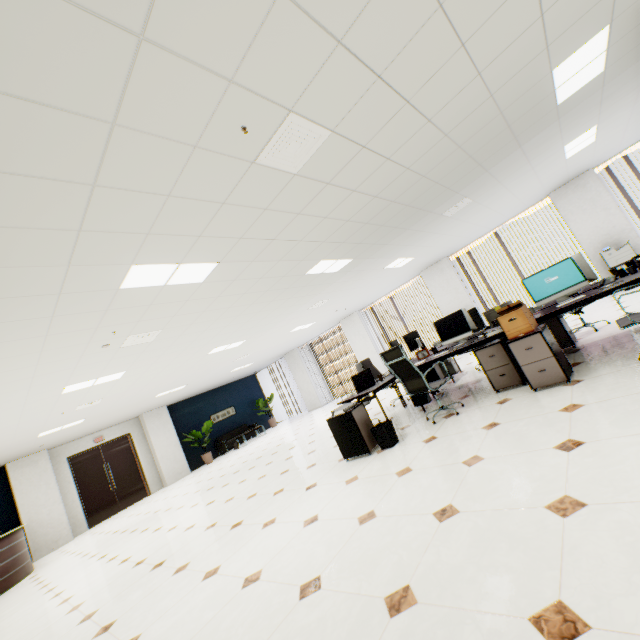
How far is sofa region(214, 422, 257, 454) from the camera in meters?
14.2 m

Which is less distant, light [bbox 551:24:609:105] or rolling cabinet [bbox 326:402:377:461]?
light [bbox 551:24:609:105]

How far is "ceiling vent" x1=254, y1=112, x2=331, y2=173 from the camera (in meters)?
2.39

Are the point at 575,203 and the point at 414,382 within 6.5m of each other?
no

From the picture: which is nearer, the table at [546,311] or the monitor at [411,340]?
the table at [546,311]

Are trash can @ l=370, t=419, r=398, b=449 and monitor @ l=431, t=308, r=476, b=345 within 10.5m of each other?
yes

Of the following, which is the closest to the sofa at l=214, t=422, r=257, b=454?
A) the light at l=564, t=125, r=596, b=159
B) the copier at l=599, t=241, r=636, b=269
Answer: the copier at l=599, t=241, r=636, b=269

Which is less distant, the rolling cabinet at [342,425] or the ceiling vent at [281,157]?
the ceiling vent at [281,157]
